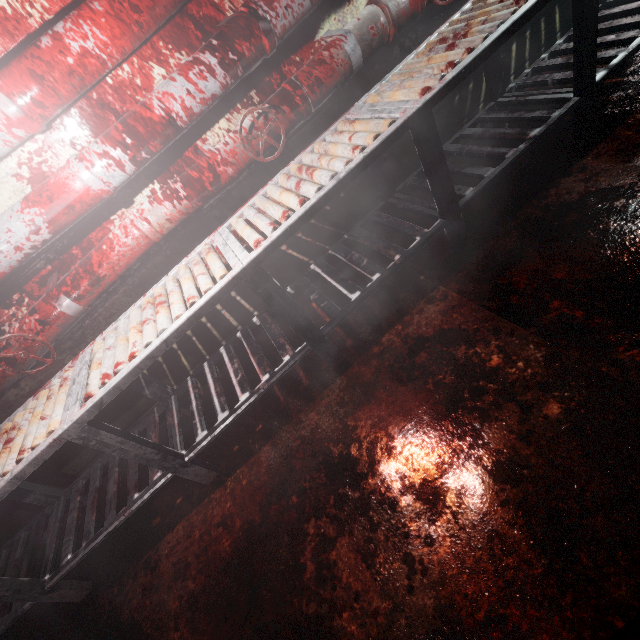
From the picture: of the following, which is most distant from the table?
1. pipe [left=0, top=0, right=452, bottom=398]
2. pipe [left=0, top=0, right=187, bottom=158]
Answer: pipe [left=0, top=0, right=187, bottom=158]

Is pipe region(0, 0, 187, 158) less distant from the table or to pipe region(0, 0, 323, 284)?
pipe region(0, 0, 323, 284)

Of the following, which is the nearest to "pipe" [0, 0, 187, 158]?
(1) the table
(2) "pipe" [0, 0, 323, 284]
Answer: (2) "pipe" [0, 0, 323, 284]

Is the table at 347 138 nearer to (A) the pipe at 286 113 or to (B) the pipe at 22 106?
(A) the pipe at 286 113

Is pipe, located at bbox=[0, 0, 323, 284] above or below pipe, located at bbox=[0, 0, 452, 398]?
above

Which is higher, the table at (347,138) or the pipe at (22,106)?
the pipe at (22,106)

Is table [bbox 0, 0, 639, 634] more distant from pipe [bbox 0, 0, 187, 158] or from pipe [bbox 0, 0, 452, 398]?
pipe [bbox 0, 0, 187, 158]

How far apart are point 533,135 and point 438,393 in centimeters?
152cm
